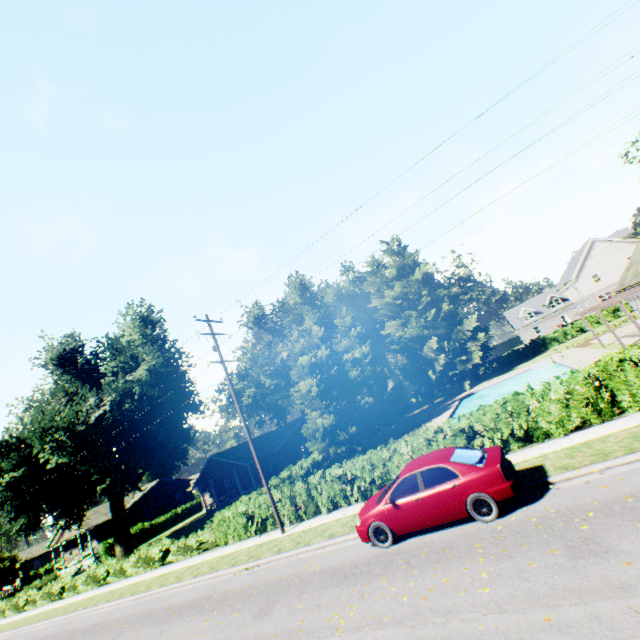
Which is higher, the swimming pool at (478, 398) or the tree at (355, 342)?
the tree at (355, 342)

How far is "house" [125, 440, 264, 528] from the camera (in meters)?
34.06

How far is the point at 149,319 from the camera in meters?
31.9 m

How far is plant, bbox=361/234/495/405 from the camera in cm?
4216

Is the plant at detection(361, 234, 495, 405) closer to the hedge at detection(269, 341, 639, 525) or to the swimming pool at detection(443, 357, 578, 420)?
the hedge at detection(269, 341, 639, 525)

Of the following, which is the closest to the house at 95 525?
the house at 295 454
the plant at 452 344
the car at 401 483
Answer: the plant at 452 344

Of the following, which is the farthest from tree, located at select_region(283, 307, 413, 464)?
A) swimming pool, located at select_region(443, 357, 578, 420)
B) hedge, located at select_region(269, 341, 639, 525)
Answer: swimming pool, located at select_region(443, 357, 578, 420)

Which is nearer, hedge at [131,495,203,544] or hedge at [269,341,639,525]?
hedge at [269,341,639,525]
